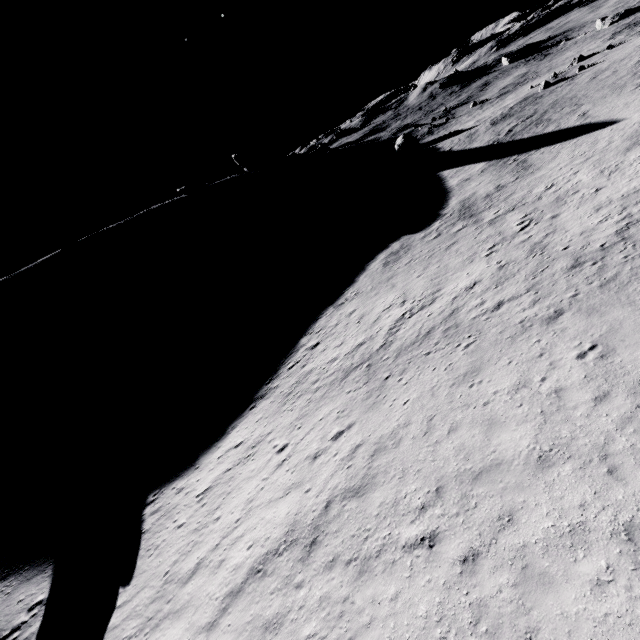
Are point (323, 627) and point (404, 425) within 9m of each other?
yes
